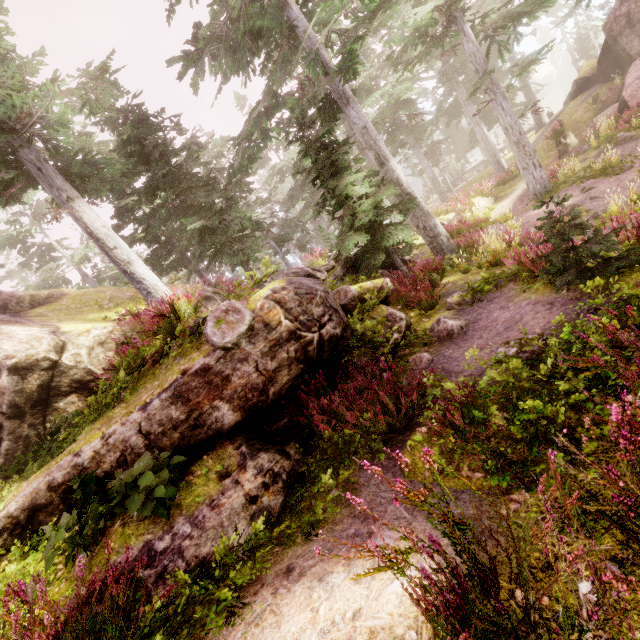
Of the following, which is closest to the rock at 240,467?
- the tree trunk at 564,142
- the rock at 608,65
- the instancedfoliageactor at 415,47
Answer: the instancedfoliageactor at 415,47

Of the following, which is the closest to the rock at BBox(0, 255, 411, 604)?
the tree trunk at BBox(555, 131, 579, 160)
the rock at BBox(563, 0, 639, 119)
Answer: the rock at BBox(563, 0, 639, 119)

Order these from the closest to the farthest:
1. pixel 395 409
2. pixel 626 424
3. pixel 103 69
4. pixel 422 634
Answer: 1. pixel 626 424
2. pixel 422 634
3. pixel 395 409
4. pixel 103 69

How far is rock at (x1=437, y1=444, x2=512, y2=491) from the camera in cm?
309

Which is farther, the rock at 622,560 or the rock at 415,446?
the rock at 415,446

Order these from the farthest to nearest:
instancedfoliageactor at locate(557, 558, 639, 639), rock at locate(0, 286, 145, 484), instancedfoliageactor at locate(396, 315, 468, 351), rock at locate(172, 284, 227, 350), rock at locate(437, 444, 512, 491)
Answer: rock at locate(0, 286, 145, 484) < instancedfoliageactor at locate(396, 315, 468, 351) < rock at locate(172, 284, 227, 350) < rock at locate(437, 444, 512, 491) < instancedfoliageactor at locate(557, 558, 639, 639)

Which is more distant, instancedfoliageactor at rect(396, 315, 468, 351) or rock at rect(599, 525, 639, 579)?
instancedfoliageactor at rect(396, 315, 468, 351)

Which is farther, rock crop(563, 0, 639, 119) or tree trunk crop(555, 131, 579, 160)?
tree trunk crop(555, 131, 579, 160)
